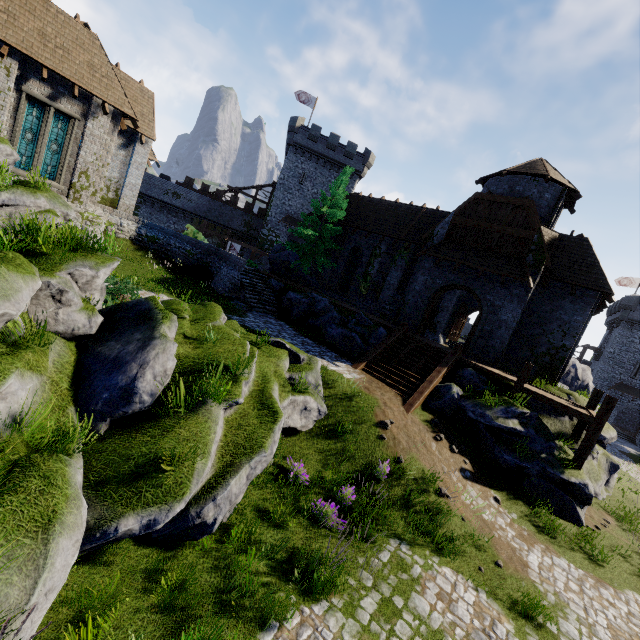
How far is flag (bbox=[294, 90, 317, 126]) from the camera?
41.00m

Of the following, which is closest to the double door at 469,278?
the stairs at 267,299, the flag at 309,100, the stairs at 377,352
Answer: the stairs at 377,352

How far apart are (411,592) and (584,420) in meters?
11.1 m

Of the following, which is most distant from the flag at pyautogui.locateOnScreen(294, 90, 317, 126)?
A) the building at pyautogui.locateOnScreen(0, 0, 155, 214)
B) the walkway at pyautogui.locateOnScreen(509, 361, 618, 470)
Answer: the walkway at pyautogui.locateOnScreen(509, 361, 618, 470)

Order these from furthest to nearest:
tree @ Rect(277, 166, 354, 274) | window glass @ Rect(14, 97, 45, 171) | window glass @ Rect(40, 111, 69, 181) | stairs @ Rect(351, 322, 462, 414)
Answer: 1. tree @ Rect(277, 166, 354, 274)
2. window glass @ Rect(40, 111, 69, 181)
3. window glass @ Rect(14, 97, 45, 171)
4. stairs @ Rect(351, 322, 462, 414)

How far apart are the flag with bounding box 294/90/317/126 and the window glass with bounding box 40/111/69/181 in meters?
31.5

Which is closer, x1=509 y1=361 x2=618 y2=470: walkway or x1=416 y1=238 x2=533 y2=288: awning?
x1=509 y1=361 x2=618 y2=470: walkway

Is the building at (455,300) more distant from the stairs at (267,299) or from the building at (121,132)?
the building at (121,132)
